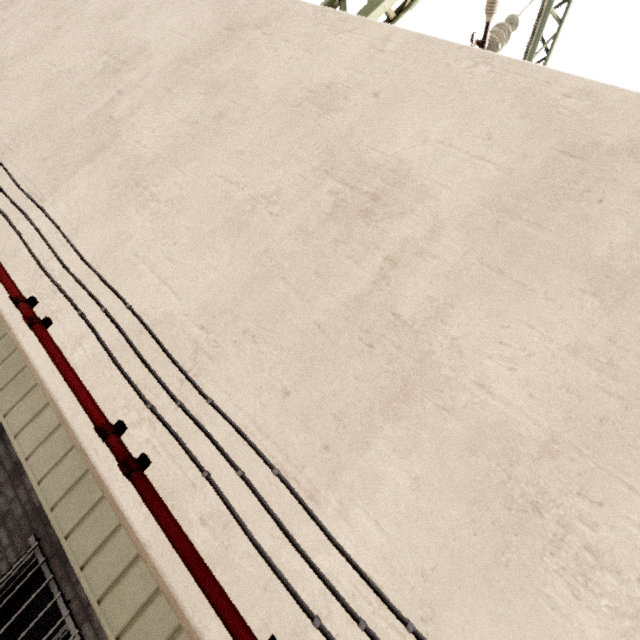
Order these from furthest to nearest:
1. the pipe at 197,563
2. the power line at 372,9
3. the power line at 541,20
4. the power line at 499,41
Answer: the power line at 541,20 < the power line at 499,41 < the power line at 372,9 < the pipe at 197,563

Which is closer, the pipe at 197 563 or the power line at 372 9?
the pipe at 197 563

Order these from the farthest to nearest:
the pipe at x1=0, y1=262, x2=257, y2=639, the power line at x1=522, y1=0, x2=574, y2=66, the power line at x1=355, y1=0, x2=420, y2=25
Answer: the power line at x1=522, y1=0, x2=574, y2=66, the power line at x1=355, y1=0, x2=420, y2=25, the pipe at x1=0, y1=262, x2=257, y2=639

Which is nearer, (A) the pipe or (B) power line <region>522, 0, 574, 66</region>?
(A) the pipe

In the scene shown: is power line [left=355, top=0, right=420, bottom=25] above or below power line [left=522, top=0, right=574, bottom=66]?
below

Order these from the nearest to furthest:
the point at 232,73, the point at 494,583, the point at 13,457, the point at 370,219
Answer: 1. the point at 494,583
2. the point at 370,219
3. the point at 232,73
4. the point at 13,457

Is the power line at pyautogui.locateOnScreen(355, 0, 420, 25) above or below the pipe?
above
